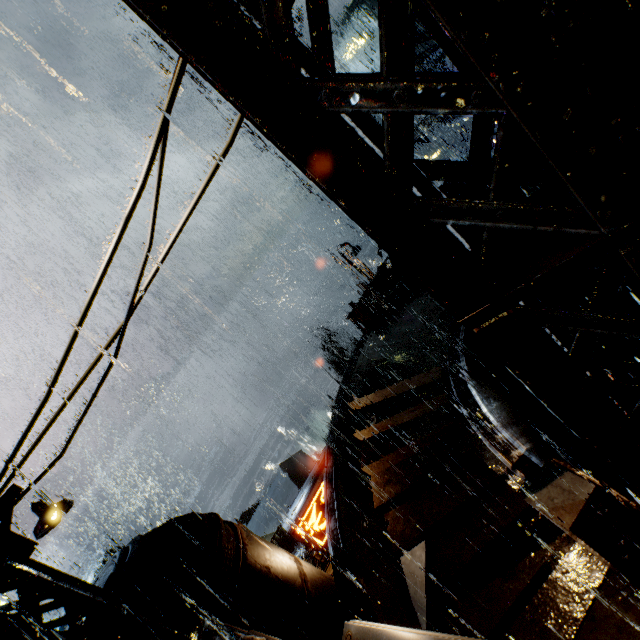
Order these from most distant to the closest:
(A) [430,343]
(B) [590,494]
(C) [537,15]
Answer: (A) [430,343]
(B) [590,494]
(C) [537,15]

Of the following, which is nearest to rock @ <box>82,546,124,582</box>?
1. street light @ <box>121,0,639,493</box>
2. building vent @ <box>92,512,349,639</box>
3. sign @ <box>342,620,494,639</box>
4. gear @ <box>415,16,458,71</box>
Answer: building vent @ <box>92,512,349,639</box>

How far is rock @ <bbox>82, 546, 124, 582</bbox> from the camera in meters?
52.0 m

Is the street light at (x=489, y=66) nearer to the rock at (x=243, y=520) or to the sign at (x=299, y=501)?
the sign at (x=299, y=501)

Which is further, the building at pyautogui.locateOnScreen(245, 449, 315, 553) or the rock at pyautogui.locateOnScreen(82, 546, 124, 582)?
the rock at pyautogui.locateOnScreen(82, 546, 124, 582)

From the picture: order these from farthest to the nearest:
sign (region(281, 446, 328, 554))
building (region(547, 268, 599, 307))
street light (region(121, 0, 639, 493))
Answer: sign (region(281, 446, 328, 554)), building (region(547, 268, 599, 307)), street light (region(121, 0, 639, 493))

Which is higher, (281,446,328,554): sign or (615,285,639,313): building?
(281,446,328,554): sign

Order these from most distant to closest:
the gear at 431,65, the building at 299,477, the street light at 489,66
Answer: the gear at 431,65, the building at 299,477, the street light at 489,66
